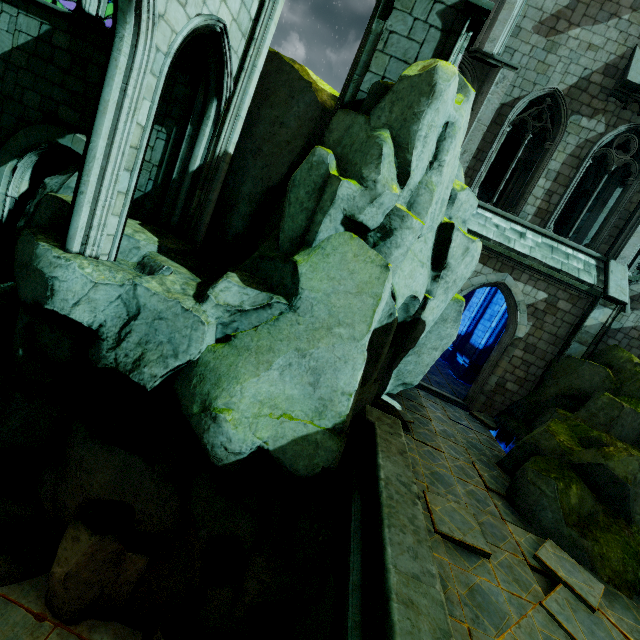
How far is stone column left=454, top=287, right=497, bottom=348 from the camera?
19.0m

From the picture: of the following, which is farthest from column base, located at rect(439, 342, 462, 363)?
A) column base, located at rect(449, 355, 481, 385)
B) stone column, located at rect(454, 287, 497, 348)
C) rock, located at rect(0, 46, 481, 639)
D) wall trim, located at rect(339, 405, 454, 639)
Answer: wall trim, located at rect(339, 405, 454, 639)

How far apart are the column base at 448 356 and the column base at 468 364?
1.7 meters

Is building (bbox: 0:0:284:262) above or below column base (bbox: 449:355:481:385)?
above

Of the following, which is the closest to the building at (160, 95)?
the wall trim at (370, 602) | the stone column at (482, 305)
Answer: the stone column at (482, 305)

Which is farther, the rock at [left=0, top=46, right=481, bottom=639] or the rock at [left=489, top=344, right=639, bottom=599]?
→ the rock at [left=489, top=344, right=639, bottom=599]

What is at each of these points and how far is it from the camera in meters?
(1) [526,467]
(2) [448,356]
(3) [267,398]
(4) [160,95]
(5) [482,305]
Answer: (1) rock, 7.9
(2) column base, 20.0
(3) rock, 5.8
(4) building, 5.9
(5) stone column, 19.3

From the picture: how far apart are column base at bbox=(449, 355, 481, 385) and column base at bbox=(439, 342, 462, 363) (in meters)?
1.71
